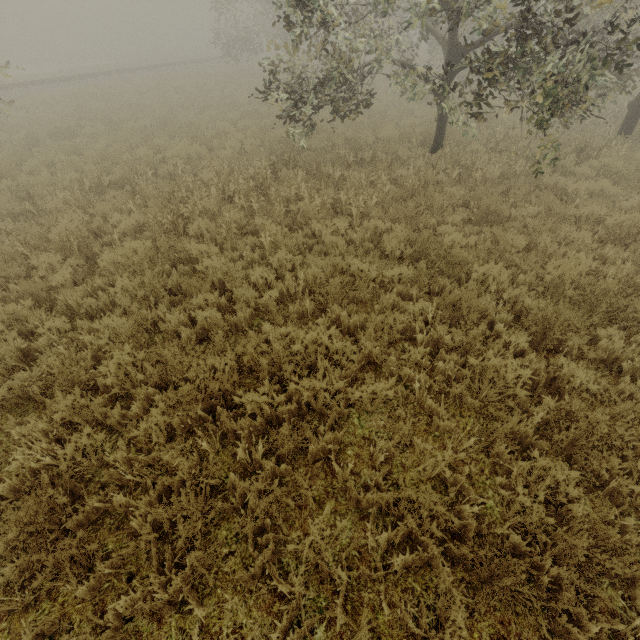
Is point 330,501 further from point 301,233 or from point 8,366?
point 301,233

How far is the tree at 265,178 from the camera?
6.8m

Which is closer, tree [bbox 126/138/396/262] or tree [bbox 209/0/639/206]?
tree [bbox 209/0/639/206]

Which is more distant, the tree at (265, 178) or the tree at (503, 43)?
the tree at (265, 178)

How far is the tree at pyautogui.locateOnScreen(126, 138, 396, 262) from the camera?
6.8 meters
